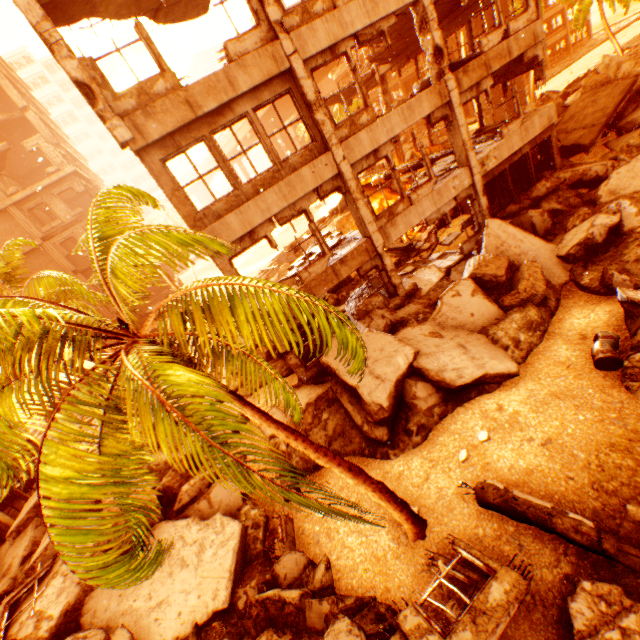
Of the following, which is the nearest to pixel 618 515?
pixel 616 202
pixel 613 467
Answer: pixel 613 467

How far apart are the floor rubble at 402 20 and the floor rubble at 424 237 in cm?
834

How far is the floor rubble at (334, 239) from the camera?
11.8 meters

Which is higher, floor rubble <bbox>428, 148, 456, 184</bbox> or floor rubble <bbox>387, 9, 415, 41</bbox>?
floor rubble <bbox>387, 9, 415, 41</bbox>

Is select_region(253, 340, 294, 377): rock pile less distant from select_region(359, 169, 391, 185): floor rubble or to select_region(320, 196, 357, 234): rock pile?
select_region(320, 196, 357, 234): rock pile

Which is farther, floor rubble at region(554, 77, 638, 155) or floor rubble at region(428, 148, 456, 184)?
floor rubble at region(554, 77, 638, 155)

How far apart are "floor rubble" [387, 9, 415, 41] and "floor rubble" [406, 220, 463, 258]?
8.3m

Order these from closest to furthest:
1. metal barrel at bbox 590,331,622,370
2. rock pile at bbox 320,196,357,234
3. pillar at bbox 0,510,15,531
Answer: metal barrel at bbox 590,331,622,370
pillar at bbox 0,510,15,531
rock pile at bbox 320,196,357,234
